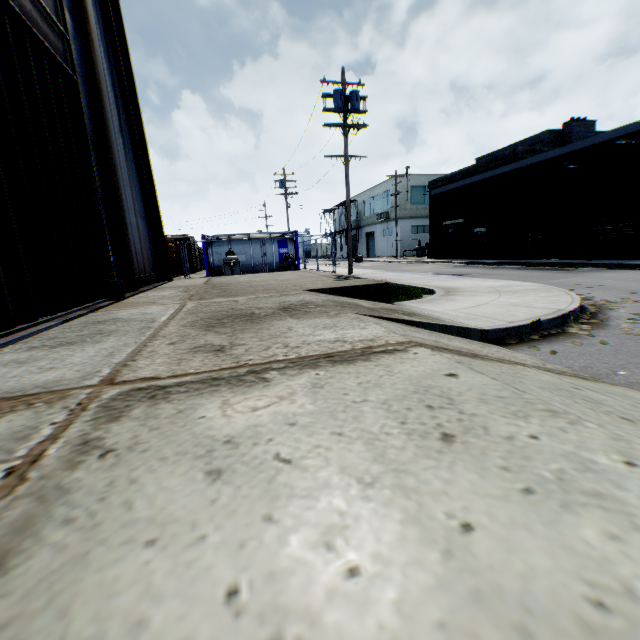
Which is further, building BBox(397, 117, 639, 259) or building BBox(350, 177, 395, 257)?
building BBox(350, 177, 395, 257)

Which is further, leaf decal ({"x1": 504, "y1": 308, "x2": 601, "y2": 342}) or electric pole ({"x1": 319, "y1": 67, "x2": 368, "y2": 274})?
electric pole ({"x1": 319, "y1": 67, "x2": 368, "y2": 274})

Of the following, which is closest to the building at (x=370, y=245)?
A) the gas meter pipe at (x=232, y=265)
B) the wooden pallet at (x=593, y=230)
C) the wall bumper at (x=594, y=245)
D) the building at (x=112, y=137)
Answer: the wooden pallet at (x=593, y=230)

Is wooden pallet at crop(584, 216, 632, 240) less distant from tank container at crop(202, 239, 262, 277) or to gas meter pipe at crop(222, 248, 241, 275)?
tank container at crop(202, 239, 262, 277)

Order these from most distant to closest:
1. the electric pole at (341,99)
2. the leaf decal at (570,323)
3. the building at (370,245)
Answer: the building at (370,245) → the electric pole at (341,99) → the leaf decal at (570,323)

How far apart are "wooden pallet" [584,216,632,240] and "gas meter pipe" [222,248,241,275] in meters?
19.4 m

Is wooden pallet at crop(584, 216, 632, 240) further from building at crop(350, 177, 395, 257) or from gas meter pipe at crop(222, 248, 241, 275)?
building at crop(350, 177, 395, 257)

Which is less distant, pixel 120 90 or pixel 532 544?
pixel 532 544
